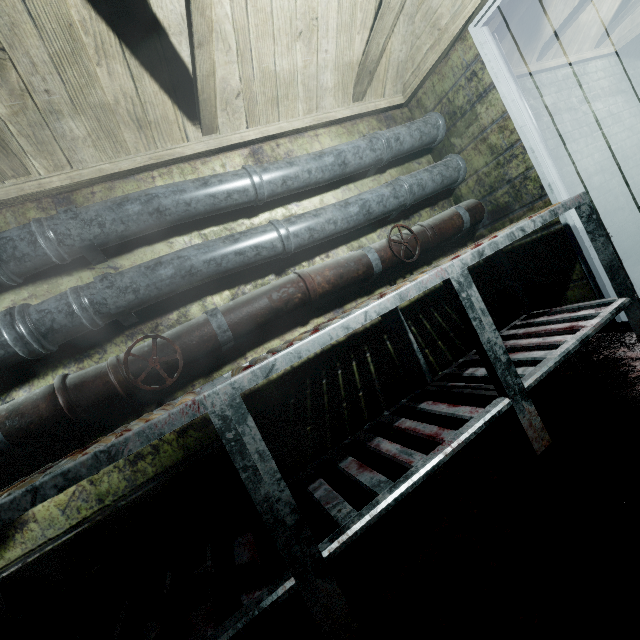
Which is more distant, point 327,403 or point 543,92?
point 543,92

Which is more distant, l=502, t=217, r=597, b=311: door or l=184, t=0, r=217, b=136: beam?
l=502, t=217, r=597, b=311: door

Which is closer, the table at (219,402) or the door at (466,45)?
the table at (219,402)

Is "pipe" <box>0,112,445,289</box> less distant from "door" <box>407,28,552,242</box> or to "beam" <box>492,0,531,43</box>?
"door" <box>407,28,552,242</box>

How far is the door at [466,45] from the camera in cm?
192

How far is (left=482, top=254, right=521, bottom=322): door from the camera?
2.4 meters

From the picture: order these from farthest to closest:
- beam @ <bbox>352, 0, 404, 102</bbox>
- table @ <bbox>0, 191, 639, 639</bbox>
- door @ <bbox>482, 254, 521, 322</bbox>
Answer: door @ <bbox>482, 254, 521, 322</bbox> < beam @ <bbox>352, 0, 404, 102</bbox> < table @ <bbox>0, 191, 639, 639</bbox>
